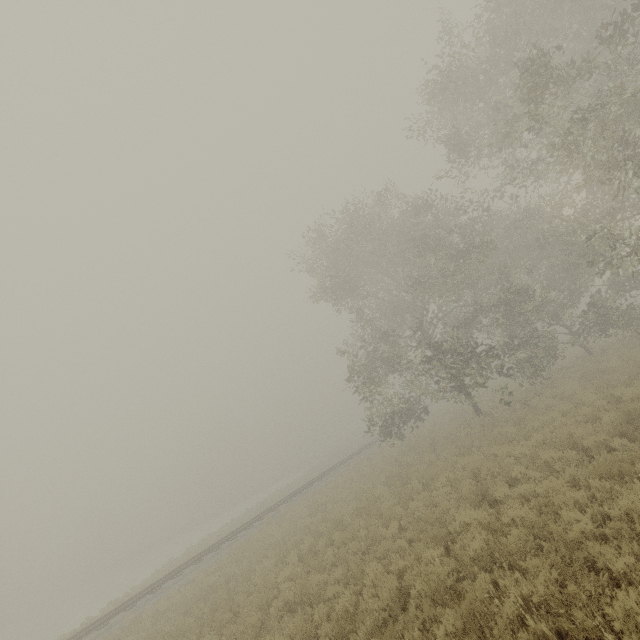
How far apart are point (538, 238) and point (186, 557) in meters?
32.1
